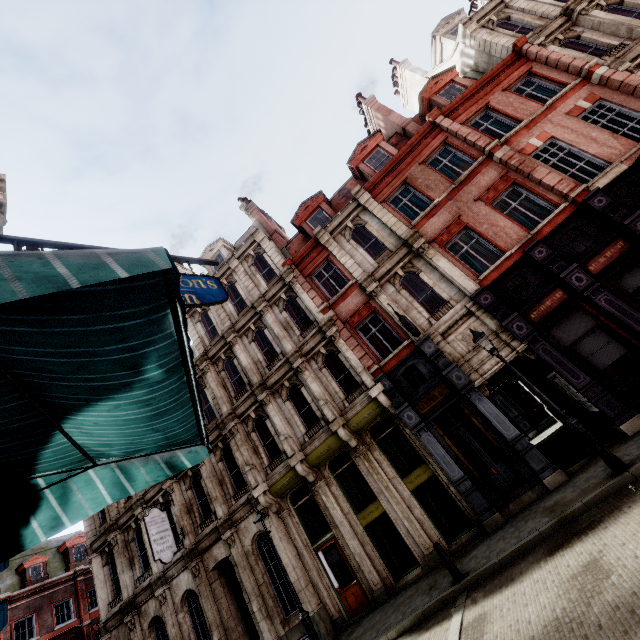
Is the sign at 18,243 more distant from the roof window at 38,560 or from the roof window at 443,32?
the roof window at 38,560

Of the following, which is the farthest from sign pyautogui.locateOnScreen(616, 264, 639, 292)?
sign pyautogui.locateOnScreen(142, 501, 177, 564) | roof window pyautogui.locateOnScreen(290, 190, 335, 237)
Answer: sign pyautogui.locateOnScreen(142, 501, 177, 564)

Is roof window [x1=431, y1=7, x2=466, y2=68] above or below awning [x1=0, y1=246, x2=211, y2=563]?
above

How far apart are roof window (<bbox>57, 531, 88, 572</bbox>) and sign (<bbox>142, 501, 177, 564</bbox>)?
22.2 meters

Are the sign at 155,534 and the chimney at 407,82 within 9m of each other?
no

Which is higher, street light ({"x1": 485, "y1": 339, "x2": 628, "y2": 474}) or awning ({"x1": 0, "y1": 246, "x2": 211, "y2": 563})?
awning ({"x1": 0, "y1": 246, "x2": 211, "y2": 563})

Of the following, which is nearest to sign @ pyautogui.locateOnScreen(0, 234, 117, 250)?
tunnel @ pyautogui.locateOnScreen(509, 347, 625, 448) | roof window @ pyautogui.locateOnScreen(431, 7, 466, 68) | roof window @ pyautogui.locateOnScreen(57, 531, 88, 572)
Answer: tunnel @ pyautogui.locateOnScreen(509, 347, 625, 448)

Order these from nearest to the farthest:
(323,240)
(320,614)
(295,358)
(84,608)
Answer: (320,614) < (295,358) < (323,240) < (84,608)
